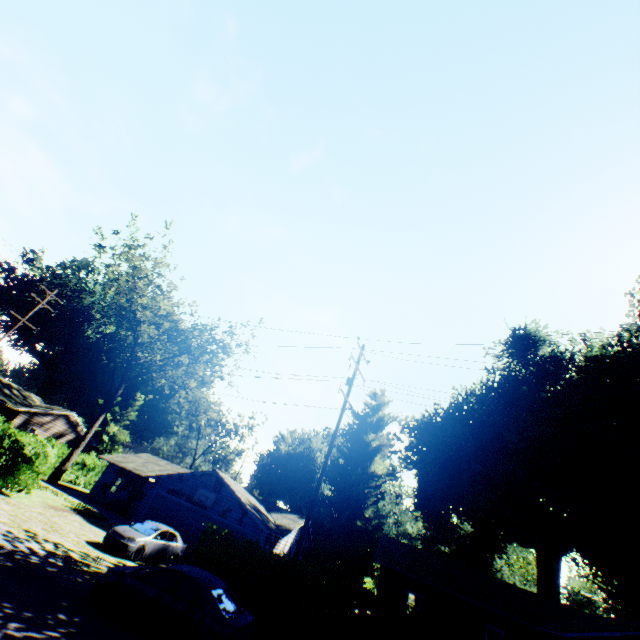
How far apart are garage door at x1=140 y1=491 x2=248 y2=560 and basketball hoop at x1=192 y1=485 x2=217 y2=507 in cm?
53

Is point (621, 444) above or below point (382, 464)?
above

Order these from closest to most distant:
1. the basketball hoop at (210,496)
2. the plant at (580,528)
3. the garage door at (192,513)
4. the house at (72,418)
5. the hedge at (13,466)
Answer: the hedge at (13,466) < the plant at (580,528) < the garage door at (192,513) < the basketball hoop at (210,496) < the house at (72,418)

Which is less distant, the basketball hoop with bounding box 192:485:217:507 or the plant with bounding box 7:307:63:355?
the basketball hoop with bounding box 192:485:217:507

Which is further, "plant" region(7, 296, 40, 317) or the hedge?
"plant" region(7, 296, 40, 317)

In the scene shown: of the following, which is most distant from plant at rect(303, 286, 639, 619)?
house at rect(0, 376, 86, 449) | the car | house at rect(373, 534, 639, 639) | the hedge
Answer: house at rect(0, 376, 86, 449)

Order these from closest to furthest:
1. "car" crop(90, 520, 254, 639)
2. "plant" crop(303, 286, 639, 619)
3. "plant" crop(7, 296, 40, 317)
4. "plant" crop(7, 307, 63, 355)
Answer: "car" crop(90, 520, 254, 639) < "plant" crop(303, 286, 639, 619) < "plant" crop(7, 307, 63, 355) < "plant" crop(7, 296, 40, 317)

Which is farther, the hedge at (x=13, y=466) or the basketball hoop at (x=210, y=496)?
the basketball hoop at (x=210, y=496)
